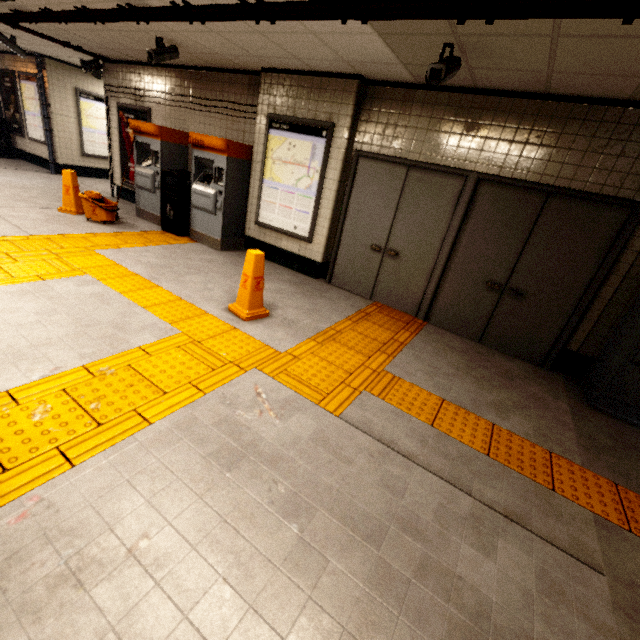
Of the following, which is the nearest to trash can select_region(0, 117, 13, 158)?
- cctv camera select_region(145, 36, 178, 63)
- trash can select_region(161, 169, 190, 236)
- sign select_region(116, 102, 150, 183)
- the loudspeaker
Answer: the loudspeaker

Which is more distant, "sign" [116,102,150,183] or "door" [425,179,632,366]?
"sign" [116,102,150,183]

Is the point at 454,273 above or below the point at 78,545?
above

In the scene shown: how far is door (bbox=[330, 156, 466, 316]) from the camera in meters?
4.4 m

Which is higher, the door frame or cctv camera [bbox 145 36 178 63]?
cctv camera [bbox 145 36 178 63]

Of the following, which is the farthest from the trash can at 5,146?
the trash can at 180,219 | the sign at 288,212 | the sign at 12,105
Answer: the sign at 288,212

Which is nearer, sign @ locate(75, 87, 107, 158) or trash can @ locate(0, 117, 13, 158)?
sign @ locate(75, 87, 107, 158)

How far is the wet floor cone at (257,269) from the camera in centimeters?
361cm
